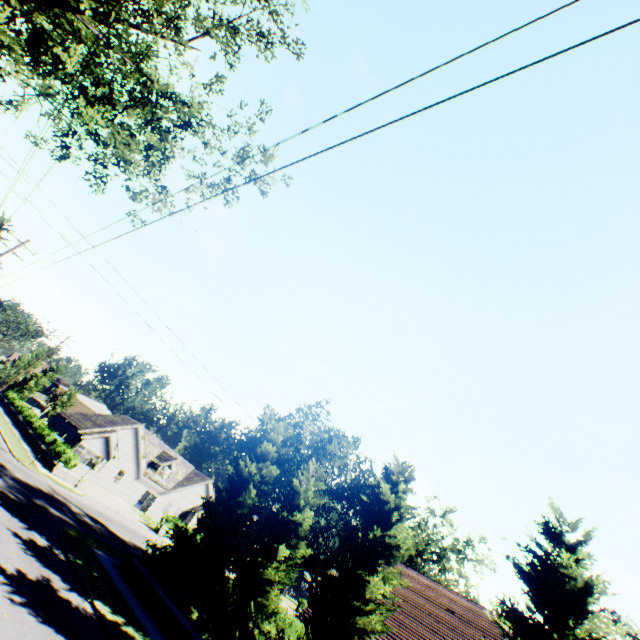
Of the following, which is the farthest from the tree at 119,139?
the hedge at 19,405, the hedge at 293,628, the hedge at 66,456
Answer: the hedge at 66,456

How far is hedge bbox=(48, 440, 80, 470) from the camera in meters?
28.4

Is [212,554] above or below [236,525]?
below

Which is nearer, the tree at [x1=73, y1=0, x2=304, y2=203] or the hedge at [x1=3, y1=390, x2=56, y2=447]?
the tree at [x1=73, y1=0, x2=304, y2=203]

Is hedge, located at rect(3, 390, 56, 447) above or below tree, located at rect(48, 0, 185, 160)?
below

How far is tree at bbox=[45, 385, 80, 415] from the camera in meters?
57.1

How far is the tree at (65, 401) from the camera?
57.09m

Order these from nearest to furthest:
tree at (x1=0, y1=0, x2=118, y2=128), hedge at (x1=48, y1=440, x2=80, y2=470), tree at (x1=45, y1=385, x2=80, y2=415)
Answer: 1. tree at (x1=0, y1=0, x2=118, y2=128)
2. hedge at (x1=48, y1=440, x2=80, y2=470)
3. tree at (x1=45, y1=385, x2=80, y2=415)
